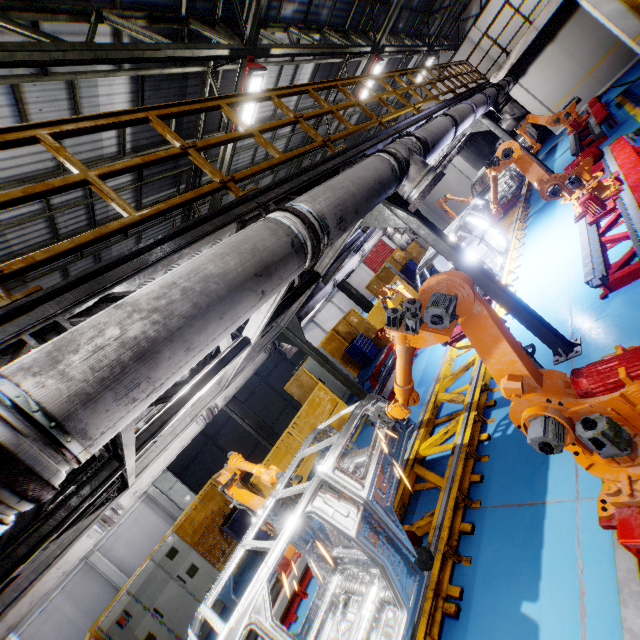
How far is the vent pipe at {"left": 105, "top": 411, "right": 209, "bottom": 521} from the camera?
4.71m

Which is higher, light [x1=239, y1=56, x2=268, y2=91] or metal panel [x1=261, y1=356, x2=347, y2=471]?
light [x1=239, y1=56, x2=268, y2=91]

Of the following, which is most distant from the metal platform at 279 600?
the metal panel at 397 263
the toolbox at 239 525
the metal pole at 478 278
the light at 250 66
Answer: the light at 250 66

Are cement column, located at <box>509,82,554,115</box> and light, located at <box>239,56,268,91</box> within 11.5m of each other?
no

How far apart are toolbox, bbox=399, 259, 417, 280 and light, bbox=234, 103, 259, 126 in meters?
13.0 m

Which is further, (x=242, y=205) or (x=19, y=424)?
(x=242, y=205)

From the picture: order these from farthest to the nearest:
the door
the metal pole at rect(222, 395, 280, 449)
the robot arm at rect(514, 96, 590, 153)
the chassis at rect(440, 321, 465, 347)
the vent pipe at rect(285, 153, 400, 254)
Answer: the door < the robot arm at rect(514, 96, 590, 153) < the metal pole at rect(222, 395, 280, 449) < the chassis at rect(440, 321, 465, 347) < the vent pipe at rect(285, 153, 400, 254)

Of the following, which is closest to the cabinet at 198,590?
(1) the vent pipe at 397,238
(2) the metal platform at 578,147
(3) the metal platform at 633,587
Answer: (1) the vent pipe at 397,238
